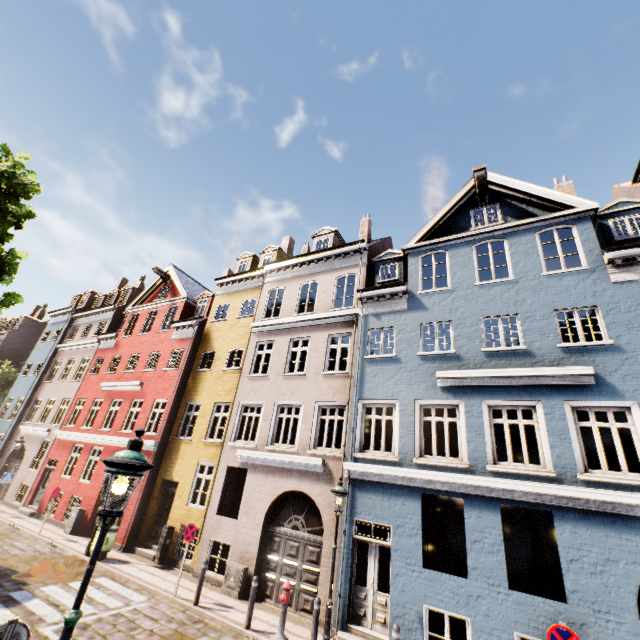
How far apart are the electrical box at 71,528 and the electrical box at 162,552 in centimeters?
560cm

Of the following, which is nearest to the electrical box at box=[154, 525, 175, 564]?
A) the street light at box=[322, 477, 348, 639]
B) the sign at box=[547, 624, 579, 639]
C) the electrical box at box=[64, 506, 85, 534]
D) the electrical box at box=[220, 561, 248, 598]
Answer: the electrical box at box=[220, 561, 248, 598]

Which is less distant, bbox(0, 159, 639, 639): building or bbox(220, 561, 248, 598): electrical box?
bbox(0, 159, 639, 639): building

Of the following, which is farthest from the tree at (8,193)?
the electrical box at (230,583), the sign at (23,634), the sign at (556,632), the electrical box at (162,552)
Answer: the electrical box at (230,583)

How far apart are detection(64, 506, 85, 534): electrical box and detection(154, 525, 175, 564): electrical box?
Answer: 5.60m

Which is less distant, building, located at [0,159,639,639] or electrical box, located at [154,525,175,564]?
building, located at [0,159,639,639]

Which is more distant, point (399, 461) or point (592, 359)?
point (399, 461)

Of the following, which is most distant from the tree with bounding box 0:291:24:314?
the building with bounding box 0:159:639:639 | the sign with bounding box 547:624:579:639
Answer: the sign with bounding box 547:624:579:639
